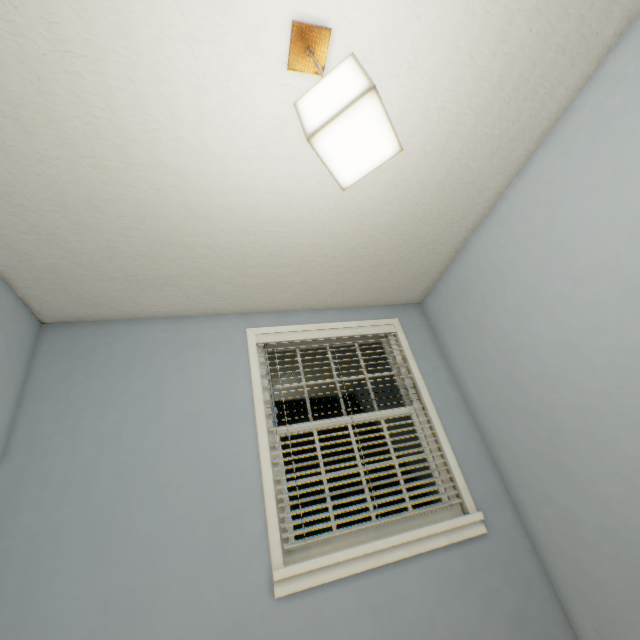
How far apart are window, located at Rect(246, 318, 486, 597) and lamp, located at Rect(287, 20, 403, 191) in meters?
1.6

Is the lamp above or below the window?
above

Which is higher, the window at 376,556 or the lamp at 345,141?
the lamp at 345,141

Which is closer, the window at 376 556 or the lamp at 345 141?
the lamp at 345 141

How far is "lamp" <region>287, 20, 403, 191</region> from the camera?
0.8 meters

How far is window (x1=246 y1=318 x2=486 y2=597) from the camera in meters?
1.7

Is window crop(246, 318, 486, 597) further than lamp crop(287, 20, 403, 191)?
Yes

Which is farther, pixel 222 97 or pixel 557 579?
pixel 557 579
